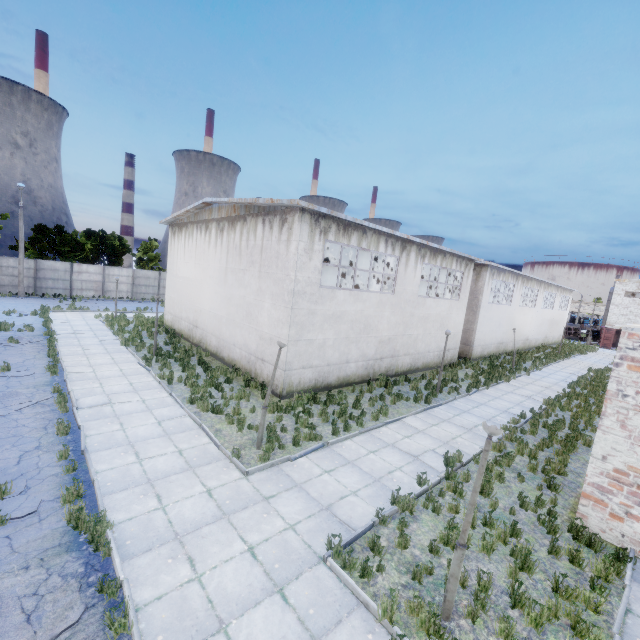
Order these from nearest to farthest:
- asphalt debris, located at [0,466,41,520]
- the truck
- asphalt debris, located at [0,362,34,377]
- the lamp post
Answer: the lamp post < asphalt debris, located at [0,466,41,520] < asphalt debris, located at [0,362,34,377] < the truck

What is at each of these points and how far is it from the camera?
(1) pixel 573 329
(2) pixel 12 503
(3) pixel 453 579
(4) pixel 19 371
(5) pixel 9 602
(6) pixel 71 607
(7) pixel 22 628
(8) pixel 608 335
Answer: (1) truck, 54.6 meters
(2) asphalt debris, 6.5 meters
(3) lamp post, 5.2 meters
(4) asphalt debris, 13.3 meters
(5) asphalt debris, 4.8 meters
(6) asphalt debris, 4.8 meters
(7) asphalt debris, 4.5 meters
(8) truck dump back, 47.6 meters

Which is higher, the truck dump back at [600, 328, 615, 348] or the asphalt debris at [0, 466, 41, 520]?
the truck dump back at [600, 328, 615, 348]

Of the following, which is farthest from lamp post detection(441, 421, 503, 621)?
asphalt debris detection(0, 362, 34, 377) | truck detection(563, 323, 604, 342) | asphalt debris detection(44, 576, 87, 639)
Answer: truck detection(563, 323, 604, 342)

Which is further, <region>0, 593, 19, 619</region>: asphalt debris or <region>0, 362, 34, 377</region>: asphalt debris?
<region>0, 362, 34, 377</region>: asphalt debris

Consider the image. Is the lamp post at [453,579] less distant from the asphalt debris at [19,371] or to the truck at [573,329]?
the asphalt debris at [19,371]

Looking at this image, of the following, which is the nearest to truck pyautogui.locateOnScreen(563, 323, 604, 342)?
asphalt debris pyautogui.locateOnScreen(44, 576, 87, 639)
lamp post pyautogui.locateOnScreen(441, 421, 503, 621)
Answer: lamp post pyautogui.locateOnScreen(441, 421, 503, 621)

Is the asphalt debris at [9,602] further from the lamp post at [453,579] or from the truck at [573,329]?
the truck at [573,329]
